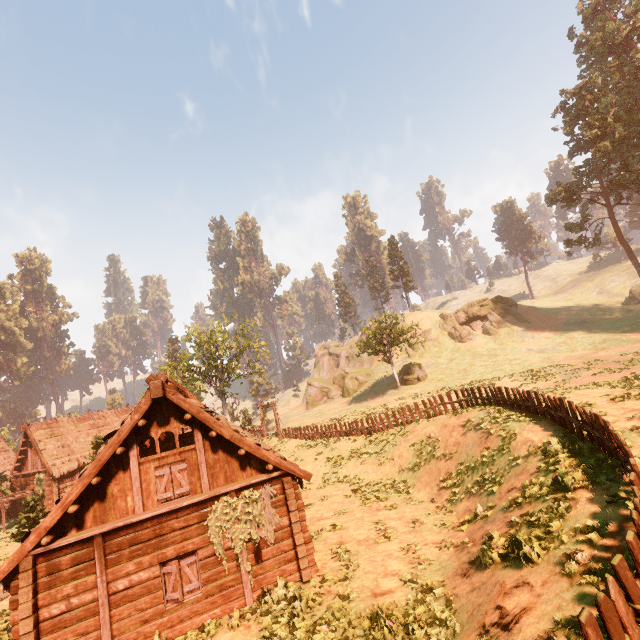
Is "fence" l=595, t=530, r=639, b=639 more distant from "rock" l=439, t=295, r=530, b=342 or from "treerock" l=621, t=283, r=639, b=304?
"rock" l=439, t=295, r=530, b=342

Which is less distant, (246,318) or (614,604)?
(614,604)

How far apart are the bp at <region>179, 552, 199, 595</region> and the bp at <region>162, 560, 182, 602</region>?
0.2 meters

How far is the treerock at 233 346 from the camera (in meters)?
38.19

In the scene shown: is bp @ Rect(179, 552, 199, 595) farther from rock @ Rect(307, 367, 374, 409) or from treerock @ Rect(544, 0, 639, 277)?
rock @ Rect(307, 367, 374, 409)

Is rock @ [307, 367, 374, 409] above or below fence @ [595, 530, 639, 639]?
above

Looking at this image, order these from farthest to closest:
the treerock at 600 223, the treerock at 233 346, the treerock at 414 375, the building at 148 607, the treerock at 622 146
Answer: the treerock at 414 375 < the treerock at 600 223 < the treerock at 233 346 < the treerock at 622 146 < the building at 148 607

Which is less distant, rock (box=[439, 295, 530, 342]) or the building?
the building
